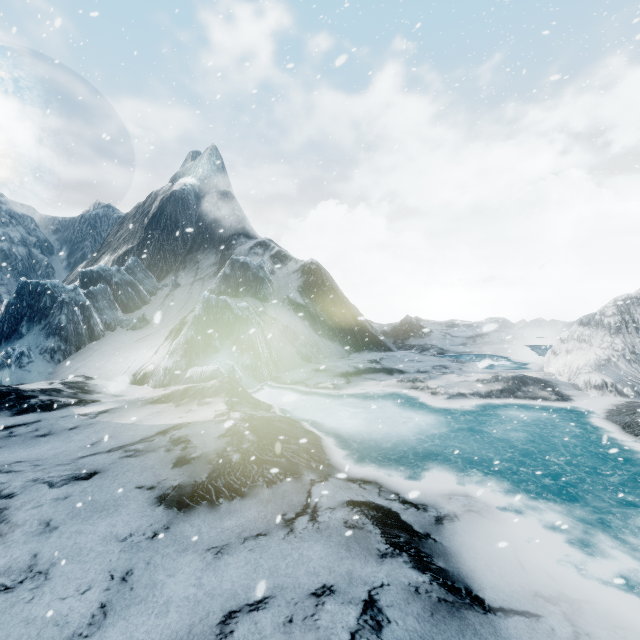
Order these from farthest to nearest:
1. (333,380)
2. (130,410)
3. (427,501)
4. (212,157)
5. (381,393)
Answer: (212,157), (333,380), (381,393), (130,410), (427,501)
